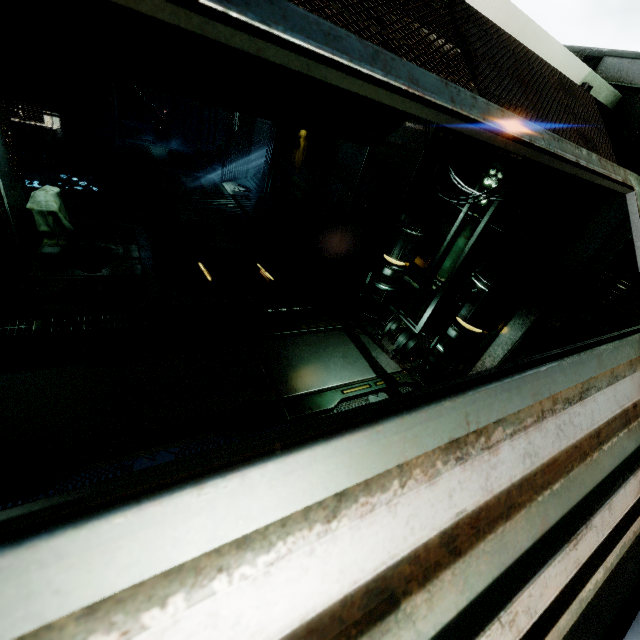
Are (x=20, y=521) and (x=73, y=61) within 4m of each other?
no

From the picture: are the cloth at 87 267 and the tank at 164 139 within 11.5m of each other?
no

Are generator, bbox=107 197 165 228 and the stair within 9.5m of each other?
yes

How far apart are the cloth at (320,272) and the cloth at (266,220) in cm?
143

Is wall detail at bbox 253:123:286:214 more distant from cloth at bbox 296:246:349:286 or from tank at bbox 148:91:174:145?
tank at bbox 148:91:174:145

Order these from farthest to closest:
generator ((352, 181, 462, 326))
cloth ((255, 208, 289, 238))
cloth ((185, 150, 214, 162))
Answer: cloth ((185, 150, 214, 162))
cloth ((255, 208, 289, 238))
generator ((352, 181, 462, 326))

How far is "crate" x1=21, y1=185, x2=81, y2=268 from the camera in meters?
5.8 m

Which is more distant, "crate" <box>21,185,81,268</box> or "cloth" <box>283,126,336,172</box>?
"cloth" <box>283,126,336,172</box>
